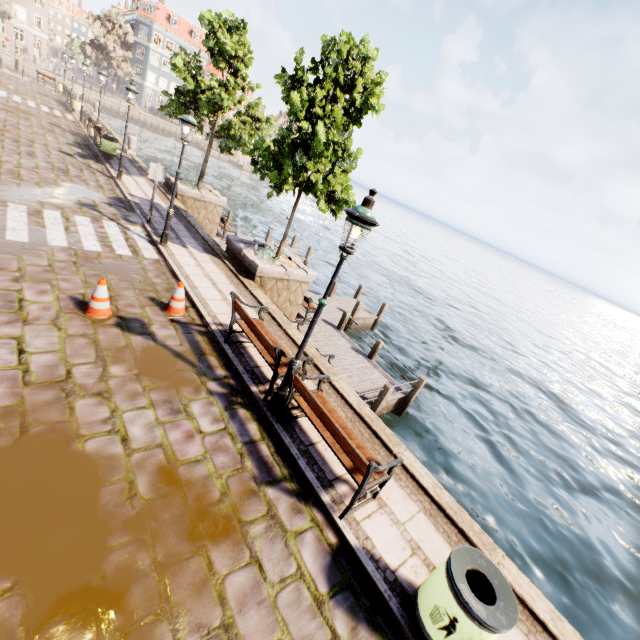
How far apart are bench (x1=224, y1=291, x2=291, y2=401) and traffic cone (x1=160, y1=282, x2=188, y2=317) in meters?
1.2 m

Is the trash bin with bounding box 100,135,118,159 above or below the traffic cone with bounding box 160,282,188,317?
above

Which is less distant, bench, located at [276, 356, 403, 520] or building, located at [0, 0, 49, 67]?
bench, located at [276, 356, 403, 520]

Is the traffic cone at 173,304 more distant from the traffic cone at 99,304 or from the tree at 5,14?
the tree at 5,14

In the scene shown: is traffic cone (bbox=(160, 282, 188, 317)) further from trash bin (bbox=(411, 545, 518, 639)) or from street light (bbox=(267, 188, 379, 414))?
trash bin (bbox=(411, 545, 518, 639))

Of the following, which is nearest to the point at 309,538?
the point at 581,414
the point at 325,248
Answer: the point at 581,414

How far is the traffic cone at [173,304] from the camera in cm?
692

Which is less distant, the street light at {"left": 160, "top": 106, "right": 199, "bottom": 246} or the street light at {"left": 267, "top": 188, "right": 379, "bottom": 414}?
the street light at {"left": 267, "top": 188, "right": 379, "bottom": 414}
